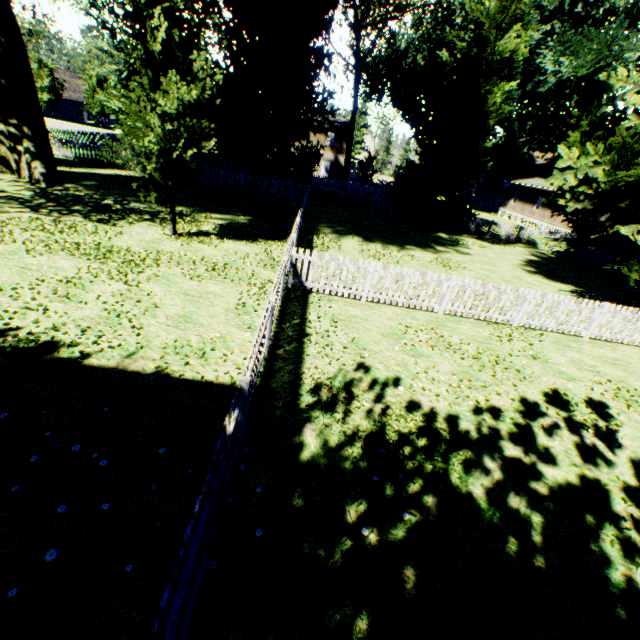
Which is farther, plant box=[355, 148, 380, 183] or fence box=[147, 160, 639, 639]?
plant box=[355, 148, 380, 183]

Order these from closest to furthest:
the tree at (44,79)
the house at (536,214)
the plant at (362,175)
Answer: the house at (536,214) → the tree at (44,79) → the plant at (362,175)

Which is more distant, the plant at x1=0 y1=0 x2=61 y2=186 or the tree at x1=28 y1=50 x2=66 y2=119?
the tree at x1=28 y1=50 x2=66 y2=119

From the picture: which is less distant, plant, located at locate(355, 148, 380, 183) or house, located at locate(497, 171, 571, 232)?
house, located at locate(497, 171, 571, 232)

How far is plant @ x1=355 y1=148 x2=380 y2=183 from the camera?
47.72m

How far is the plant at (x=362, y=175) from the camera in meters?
47.7

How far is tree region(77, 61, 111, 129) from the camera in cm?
4134

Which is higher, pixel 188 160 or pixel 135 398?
pixel 188 160
